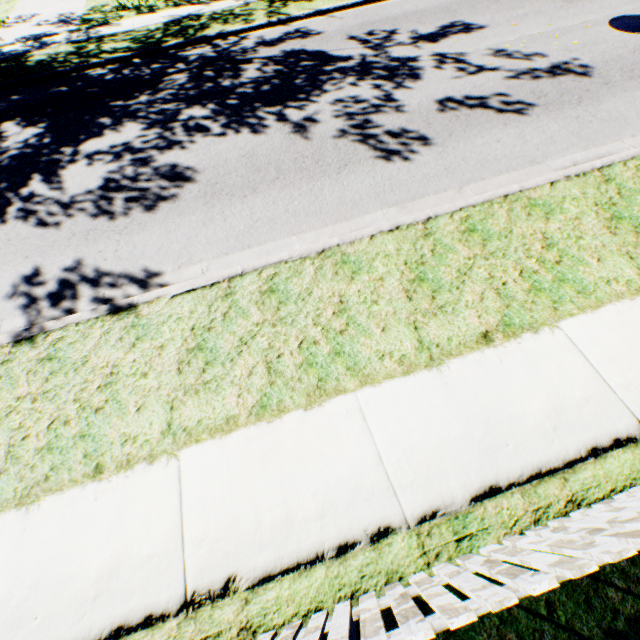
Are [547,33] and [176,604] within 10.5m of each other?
no
